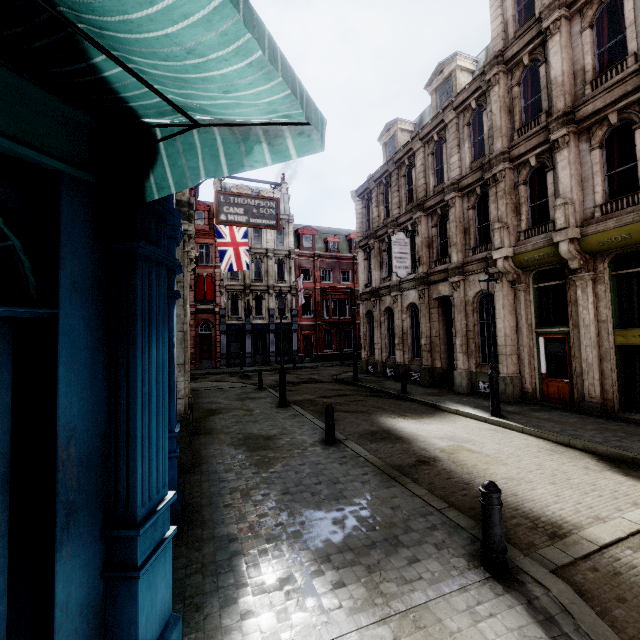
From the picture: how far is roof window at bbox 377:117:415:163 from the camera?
21.0m

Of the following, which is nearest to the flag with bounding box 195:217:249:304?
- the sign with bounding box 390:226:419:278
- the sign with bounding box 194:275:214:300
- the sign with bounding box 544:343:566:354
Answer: the sign with bounding box 390:226:419:278

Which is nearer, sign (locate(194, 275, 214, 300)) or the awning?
the awning

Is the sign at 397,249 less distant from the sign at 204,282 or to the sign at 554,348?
the sign at 554,348

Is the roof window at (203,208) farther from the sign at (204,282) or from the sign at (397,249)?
the sign at (397,249)

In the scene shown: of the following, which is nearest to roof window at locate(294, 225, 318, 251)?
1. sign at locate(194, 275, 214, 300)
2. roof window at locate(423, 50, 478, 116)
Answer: sign at locate(194, 275, 214, 300)

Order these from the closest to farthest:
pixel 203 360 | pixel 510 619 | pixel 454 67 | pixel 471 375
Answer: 1. pixel 510 619
2. pixel 471 375
3. pixel 454 67
4. pixel 203 360

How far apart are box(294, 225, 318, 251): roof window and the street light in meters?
28.0
